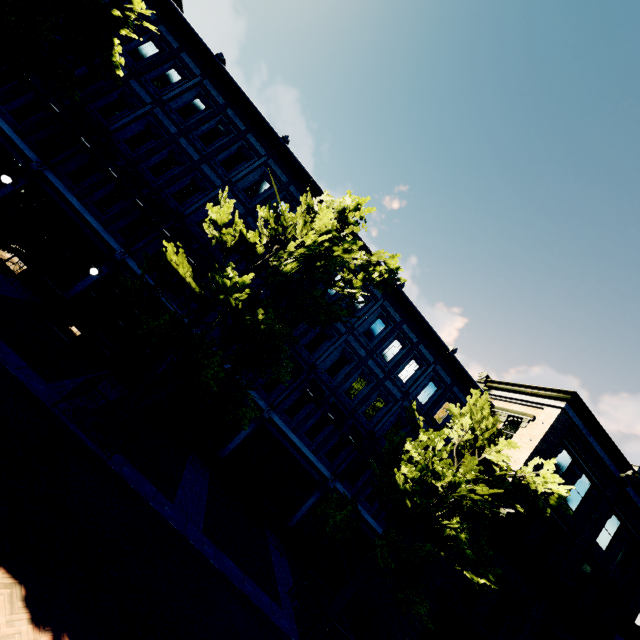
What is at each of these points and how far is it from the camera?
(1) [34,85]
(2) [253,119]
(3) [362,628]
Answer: (1) awning, 13.50m
(2) building, 16.94m
(3) garbage, 13.76m

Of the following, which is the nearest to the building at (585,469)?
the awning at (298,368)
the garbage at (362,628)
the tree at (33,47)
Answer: the awning at (298,368)

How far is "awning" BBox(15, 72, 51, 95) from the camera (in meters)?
13.39

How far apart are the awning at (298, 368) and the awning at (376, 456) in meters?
5.5 m

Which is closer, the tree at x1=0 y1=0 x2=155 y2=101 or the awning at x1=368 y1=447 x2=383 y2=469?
the tree at x1=0 y1=0 x2=155 y2=101

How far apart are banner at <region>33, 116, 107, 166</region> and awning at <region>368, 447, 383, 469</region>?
20.3 meters

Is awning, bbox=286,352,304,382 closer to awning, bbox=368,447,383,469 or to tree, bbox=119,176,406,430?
tree, bbox=119,176,406,430

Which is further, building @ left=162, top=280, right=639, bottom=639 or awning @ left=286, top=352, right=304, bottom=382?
awning @ left=286, top=352, right=304, bottom=382
